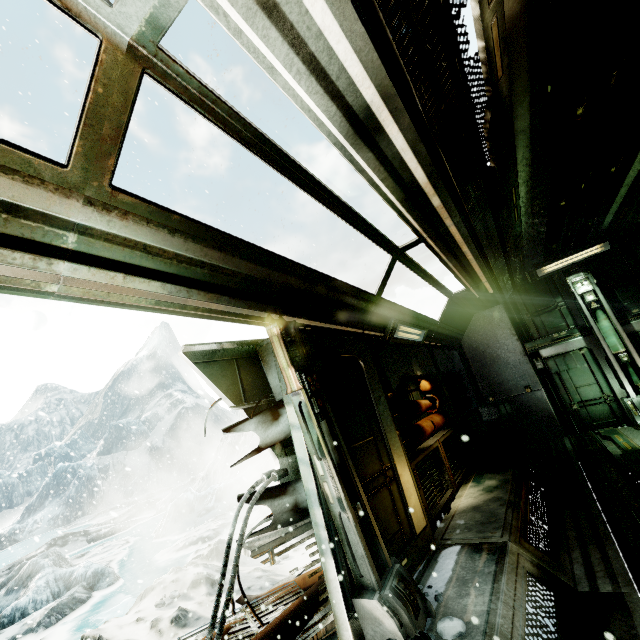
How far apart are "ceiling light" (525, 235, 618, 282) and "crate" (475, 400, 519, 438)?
3.4 meters

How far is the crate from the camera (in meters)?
8.47

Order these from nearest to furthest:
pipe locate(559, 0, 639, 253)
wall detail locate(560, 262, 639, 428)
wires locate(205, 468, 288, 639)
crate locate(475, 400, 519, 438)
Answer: wires locate(205, 468, 288, 639) < pipe locate(559, 0, 639, 253) < wall detail locate(560, 262, 639, 428) < crate locate(475, 400, 519, 438)

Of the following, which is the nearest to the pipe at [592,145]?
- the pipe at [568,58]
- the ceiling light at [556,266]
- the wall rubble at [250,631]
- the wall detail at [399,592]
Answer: the pipe at [568,58]

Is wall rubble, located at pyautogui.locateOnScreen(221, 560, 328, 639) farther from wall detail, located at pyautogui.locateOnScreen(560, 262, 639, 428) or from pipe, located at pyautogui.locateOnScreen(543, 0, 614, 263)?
wall detail, located at pyautogui.locateOnScreen(560, 262, 639, 428)

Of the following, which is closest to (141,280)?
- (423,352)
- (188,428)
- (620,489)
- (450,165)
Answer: (450,165)

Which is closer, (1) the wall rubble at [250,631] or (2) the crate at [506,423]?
(1) the wall rubble at [250,631]

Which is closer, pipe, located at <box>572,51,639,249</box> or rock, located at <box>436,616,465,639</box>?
rock, located at <box>436,616,465,639</box>
